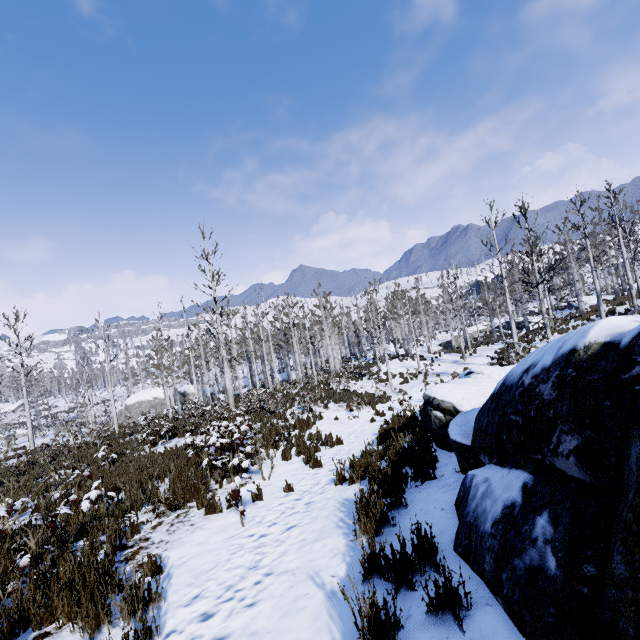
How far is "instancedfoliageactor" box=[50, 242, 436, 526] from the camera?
8.8 meters

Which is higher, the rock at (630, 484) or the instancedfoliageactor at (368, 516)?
the rock at (630, 484)

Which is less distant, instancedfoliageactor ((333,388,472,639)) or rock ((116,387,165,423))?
instancedfoliageactor ((333,388,472,639))

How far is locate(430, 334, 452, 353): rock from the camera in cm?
4344

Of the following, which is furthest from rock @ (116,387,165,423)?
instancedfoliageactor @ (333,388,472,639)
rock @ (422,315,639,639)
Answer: instancedfoliageactor @ (333,388,472,639)

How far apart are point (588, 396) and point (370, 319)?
27.7 meters

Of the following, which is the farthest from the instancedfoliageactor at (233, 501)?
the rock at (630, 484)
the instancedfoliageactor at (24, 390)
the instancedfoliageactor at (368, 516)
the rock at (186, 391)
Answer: the instancedfoliageactor at (368, 516)

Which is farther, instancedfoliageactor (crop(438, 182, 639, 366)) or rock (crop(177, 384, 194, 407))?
rock (crop(177, 384, 194, 407))
